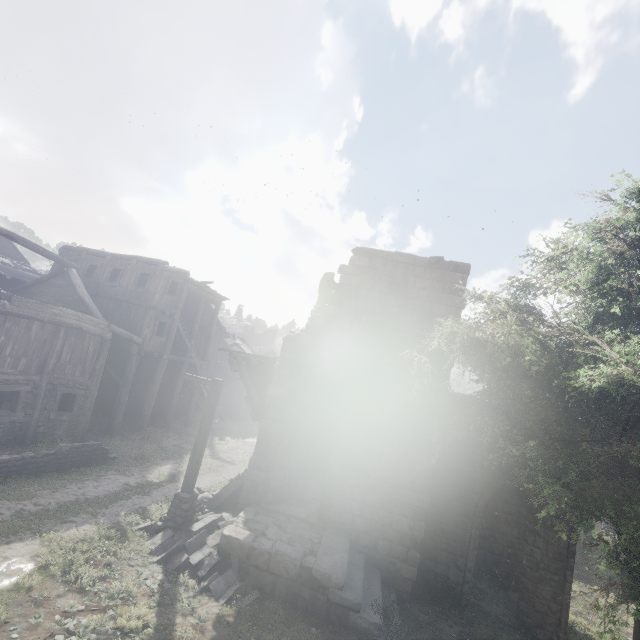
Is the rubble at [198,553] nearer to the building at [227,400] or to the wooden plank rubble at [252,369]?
the building at [227,400]

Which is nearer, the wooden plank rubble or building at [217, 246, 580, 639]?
building at [217, 246, 580, 639]

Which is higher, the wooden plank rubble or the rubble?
the wooden plank rubble

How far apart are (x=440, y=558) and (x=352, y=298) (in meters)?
9.33

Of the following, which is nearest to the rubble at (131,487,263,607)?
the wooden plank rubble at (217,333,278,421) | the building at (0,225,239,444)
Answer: the building at (0,225,239,444)

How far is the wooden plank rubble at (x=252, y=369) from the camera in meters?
11.9 m

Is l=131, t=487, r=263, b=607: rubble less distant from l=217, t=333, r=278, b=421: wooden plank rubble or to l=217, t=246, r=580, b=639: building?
l=217, t=246, r=580, b=639: building
